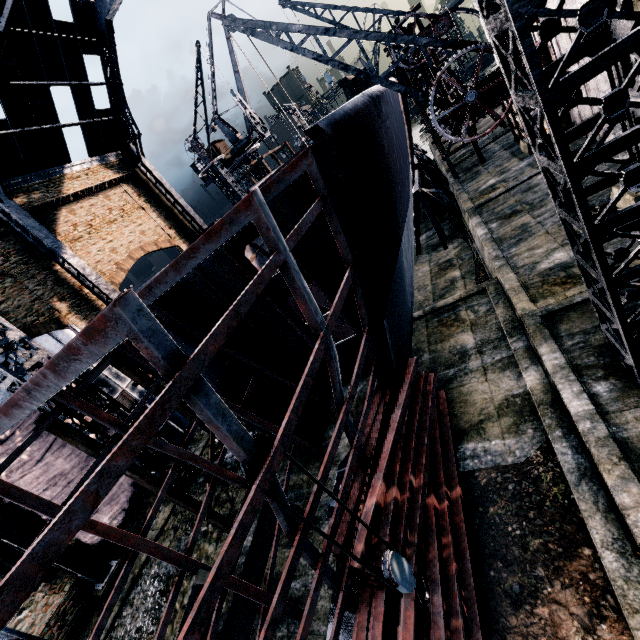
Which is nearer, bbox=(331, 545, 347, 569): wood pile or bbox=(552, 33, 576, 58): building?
bbox=(331, 545, 347, 569): wood pile

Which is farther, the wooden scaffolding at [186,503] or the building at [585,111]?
the building at [585,111]

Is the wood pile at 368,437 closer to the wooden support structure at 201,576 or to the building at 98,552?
the wooden support structure at 201,576

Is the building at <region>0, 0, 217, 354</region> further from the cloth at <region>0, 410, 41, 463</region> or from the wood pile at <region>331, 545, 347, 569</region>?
the wood pile at <region>331, 545, 347, 569</region>

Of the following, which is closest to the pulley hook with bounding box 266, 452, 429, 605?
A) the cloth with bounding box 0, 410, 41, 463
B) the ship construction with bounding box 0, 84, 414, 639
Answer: the ship construction with bounding box 0, 84, 414, 639

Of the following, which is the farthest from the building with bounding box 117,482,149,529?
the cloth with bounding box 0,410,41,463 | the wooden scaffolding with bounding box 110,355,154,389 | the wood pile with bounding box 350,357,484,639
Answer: the wood pile with bounding box 350,357,484,639

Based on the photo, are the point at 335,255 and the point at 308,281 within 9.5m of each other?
yes

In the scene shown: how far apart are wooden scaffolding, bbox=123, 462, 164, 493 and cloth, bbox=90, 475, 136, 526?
7.5m
